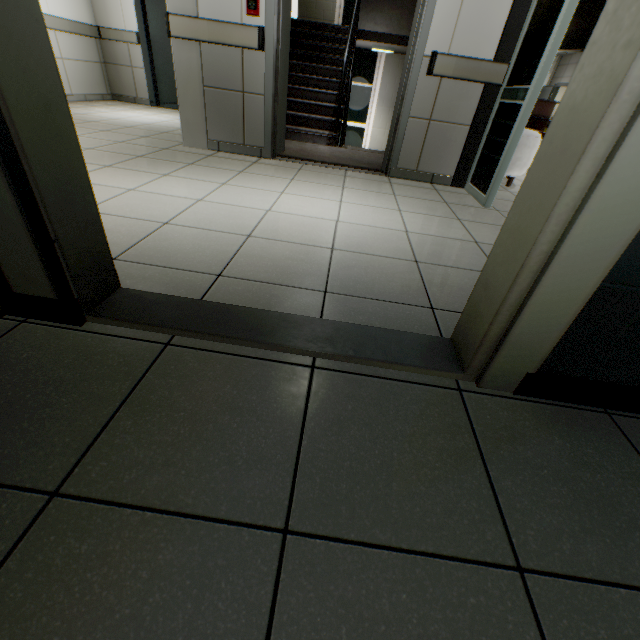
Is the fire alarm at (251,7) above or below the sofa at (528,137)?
above

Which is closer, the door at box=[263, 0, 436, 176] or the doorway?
the doorway

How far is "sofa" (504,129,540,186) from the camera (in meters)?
3.67

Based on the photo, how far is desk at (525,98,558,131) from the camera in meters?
9.4

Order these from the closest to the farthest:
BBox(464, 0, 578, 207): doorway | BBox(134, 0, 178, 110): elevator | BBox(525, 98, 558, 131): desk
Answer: BBox(464, 0, 578, 207): doorway → BBox(134, 0, 178, 110): elevator → BBox(525, 98, 558, 131): desk

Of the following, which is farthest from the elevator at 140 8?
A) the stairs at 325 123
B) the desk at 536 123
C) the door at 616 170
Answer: the desk at 536 123

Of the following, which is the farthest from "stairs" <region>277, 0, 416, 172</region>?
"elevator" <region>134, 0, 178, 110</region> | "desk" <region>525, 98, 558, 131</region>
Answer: "desk" <region>525, 98, 558, 131</region>

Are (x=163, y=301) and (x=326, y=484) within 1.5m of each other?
yes
